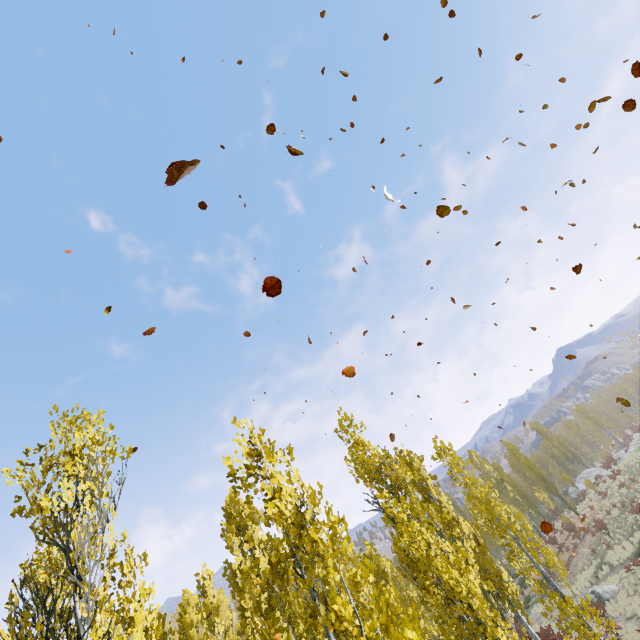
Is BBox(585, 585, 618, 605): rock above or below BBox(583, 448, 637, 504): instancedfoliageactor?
below

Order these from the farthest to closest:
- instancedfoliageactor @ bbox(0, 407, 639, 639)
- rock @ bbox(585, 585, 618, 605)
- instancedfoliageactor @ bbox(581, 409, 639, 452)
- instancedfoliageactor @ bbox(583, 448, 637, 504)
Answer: instancedfoliageactor @ bbox(581, 409, 639, 452) → instancedfoliageactor @ bbox(583, 448, 637, 504) → rock @ bbox(585, 585, 618, 605) → instancedfoliageactor @ bbox(0, 407, 639, 639)

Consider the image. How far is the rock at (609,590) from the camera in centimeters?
2481cm

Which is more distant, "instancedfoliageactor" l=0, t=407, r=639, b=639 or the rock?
the rock

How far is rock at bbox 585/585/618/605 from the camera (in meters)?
24.81

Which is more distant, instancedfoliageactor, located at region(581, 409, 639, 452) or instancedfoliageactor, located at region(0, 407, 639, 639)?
instancedfoliageactor, located at region(581, 409, 639, 452)

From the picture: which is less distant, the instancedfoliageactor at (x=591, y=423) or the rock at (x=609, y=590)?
the rock at (x=609, y=590)

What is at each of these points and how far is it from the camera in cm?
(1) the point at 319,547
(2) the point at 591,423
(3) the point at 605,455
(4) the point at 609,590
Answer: (1) instancedfoliageactor, 295
(2) instancedfoliageactor, 5897
(3) instancedfoliageactor, 5294
(4) rock, 2511
